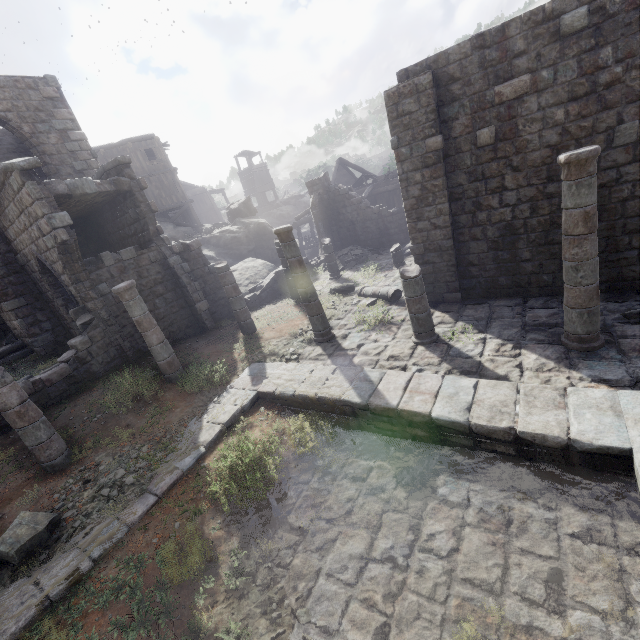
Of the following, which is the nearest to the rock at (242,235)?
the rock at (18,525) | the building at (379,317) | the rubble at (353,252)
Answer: the building at (379,317)

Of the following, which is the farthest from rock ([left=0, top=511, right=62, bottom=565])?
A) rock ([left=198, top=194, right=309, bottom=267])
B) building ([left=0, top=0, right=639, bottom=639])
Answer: Result: rock ([left=198, top=194, right=309, bottom=267])

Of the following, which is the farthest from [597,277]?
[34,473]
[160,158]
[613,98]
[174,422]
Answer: [160,158]

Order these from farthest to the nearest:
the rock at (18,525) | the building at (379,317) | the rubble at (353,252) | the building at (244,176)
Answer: the building at (244,176), the rubble at (353,252), the rock at (18,525), the building at (379,317)

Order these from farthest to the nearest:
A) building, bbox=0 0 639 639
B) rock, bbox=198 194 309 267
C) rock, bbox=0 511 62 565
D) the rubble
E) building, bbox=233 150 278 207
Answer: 1. building, bbox=233 150 278 207
2. rock, bbox=198 194 309 267
3. the rubble
4. rock, bbox=0 511 62 565
5. building, bbox=0 0 639 639

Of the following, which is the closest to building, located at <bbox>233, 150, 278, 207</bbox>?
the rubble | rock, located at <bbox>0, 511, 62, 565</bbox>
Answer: the rubble

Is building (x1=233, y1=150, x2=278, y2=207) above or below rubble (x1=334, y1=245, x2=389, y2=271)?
above
